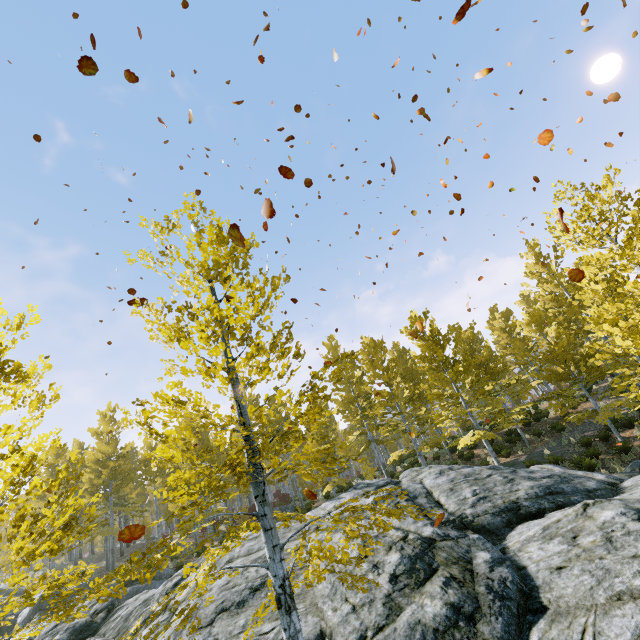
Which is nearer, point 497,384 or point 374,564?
point 374,564

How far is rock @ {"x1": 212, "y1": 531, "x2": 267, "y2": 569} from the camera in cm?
969

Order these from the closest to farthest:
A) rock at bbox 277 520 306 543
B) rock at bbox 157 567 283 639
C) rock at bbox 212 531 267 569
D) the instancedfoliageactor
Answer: the instancedfoliageactor < rock at bbox 157 567 283 639 < rock at bbox 212 531 267 569 < rock at bbox 277 520 306 543

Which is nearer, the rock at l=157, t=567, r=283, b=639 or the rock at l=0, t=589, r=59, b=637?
the rock at l=157, t=567, r=283, b=639

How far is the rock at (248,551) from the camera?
9.7 meters

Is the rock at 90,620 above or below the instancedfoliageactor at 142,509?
below
